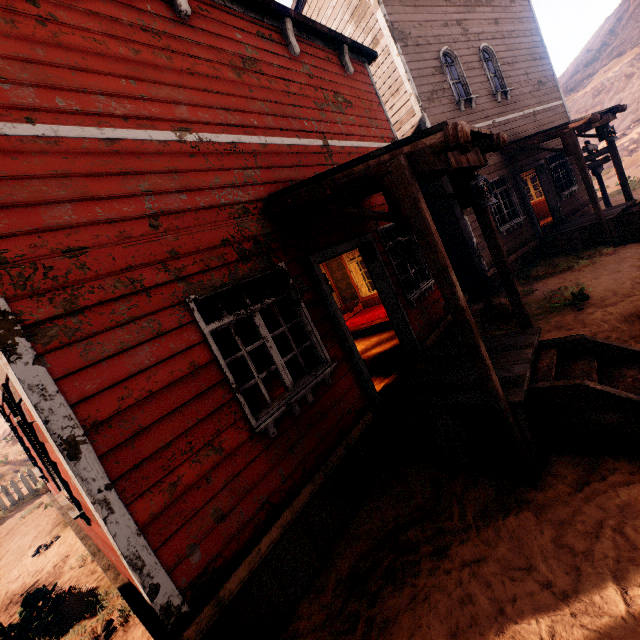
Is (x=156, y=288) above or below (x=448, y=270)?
above

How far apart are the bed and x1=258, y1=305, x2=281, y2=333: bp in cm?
311

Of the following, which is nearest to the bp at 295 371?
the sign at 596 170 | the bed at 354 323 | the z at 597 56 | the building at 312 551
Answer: the building at 312 551

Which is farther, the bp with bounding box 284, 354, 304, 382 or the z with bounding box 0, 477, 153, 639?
the bp with bounding box 284, 354, 304, 382

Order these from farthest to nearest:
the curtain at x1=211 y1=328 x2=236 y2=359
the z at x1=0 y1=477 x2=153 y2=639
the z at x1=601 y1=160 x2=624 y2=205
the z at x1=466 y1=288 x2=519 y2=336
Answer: the z at x1=601 y1=160 x2=624 y2=205, the z at x1=466 y1=288 x2=519 y2=336, the z at x1=0 y1=477 x2=153 y2=639, the curtain at x1=211 y1=328 x2=236 y2=359

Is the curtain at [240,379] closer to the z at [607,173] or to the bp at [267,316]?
the bp at [267,316]

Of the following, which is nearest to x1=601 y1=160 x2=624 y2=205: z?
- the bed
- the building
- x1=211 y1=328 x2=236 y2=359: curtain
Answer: the building

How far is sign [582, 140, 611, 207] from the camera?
12.76m
